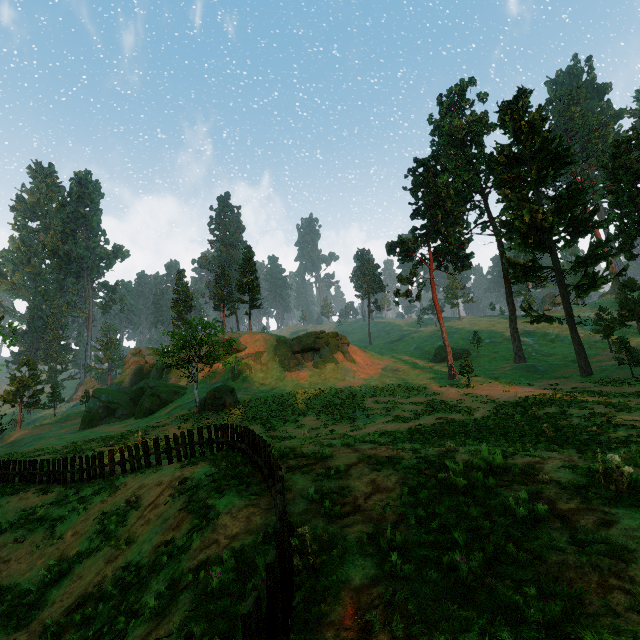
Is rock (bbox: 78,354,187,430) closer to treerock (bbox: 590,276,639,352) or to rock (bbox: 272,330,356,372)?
rock (bbox: 272,330,356,372)

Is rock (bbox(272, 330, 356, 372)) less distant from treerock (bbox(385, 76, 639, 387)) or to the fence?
treerock (bbox(385, 76, 639, 387))

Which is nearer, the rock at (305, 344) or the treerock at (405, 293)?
the treerock at (405, 293)

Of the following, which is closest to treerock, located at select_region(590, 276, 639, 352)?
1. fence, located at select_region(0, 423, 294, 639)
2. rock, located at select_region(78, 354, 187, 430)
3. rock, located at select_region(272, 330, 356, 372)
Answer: rock, located at select_region(78, 354, 187, 430)

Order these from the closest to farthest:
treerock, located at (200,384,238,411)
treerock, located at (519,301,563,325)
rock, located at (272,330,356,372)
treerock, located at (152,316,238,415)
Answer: treerock, located at (152,316,238,415), treerock, located at (200,384,238,411), treerock, located at (519,301,563,325), rock, located at (272,330,356,372)

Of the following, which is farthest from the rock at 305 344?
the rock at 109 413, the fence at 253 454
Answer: the fence at 253 454

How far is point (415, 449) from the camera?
9.59m

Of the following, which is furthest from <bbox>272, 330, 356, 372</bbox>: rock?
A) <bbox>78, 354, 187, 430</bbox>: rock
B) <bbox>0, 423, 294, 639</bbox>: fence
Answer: <bbox>0, 423, 294, 639</bbox>: fence
